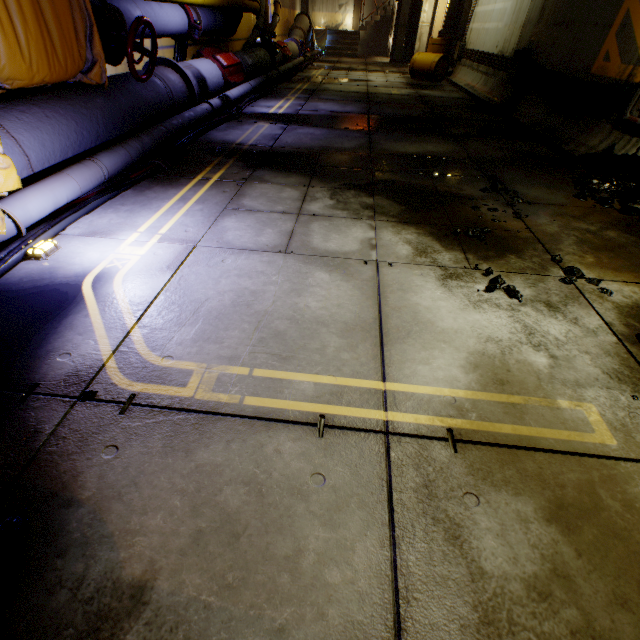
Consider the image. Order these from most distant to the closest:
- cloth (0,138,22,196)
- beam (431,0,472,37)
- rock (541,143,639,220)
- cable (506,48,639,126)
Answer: beam (431,0,472,37)
cable (506,48,639,126)
rock (541,143,639,220)
cloth (0,138,22,196)

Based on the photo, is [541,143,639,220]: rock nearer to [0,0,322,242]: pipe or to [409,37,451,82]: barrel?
[0,0,322,242]: pipe

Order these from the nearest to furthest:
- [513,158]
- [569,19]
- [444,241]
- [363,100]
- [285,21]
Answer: [444,241], [513,158], [569,19], [363,100], [285,21]

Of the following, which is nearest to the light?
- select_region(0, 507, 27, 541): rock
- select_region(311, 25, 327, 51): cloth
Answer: select_region(0, 507, 27, 541): rock

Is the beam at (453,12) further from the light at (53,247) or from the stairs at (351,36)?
the light at (53,247)

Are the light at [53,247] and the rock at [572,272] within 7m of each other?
yes

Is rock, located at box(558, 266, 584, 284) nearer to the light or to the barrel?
the light

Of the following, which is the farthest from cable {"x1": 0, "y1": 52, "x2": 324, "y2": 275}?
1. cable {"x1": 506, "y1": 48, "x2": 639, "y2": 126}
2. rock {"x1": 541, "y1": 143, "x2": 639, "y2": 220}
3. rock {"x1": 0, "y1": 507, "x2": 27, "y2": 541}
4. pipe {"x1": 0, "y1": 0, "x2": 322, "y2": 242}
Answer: cable {"x1": 506, "y1": 48, "x2": 639, "y2": 126}
